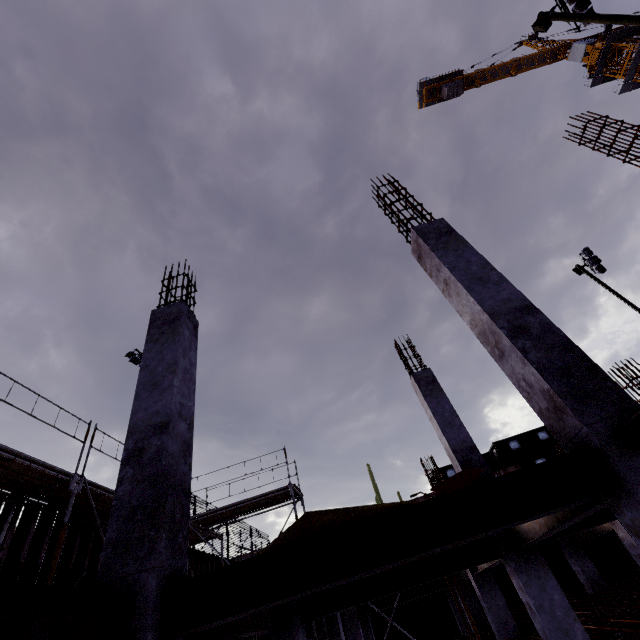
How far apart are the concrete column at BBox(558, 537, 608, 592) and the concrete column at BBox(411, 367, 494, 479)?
10.3m

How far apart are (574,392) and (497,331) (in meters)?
1.06

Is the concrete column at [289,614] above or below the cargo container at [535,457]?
below

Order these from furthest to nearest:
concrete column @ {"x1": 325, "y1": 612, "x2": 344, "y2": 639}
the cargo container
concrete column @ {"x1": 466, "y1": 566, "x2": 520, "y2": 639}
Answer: the cargo container < concrete column @ {"x1": 325, "y1": 612, "x2": 344, "y2": 639} < concrete column @ {"x1": 466, "y1": 566, "x2": 520, "y2": 639}

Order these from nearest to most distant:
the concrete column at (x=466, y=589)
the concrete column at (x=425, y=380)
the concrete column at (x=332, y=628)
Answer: the concrete column at (x=425, y=380) < the concrete column at (x=332, y=628) < the concrete column at (x=466, y=589)

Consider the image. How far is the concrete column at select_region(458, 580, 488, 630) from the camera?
12.72m

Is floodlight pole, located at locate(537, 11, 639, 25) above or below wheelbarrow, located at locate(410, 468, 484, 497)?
above

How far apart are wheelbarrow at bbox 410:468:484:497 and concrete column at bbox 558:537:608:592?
13.3 meters
